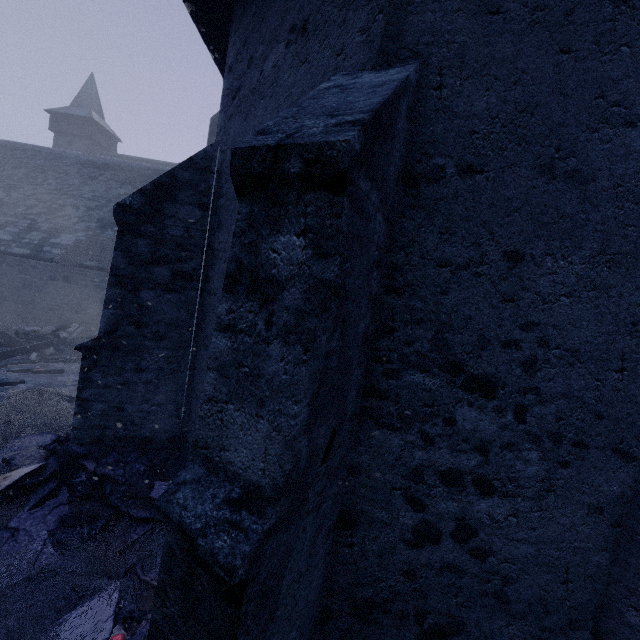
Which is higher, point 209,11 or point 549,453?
point 209,11

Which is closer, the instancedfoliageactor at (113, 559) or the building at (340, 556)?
the building at (340, 556)

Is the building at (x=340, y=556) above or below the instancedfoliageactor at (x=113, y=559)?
above

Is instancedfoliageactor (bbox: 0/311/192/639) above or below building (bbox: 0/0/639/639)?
below

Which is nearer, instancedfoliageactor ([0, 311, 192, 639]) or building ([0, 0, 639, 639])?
building ([0, 0, 639, 639])
